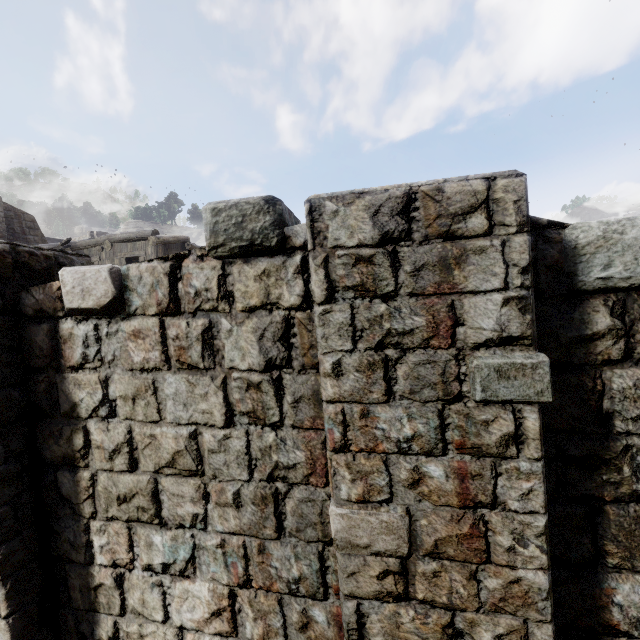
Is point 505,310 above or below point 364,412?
above
